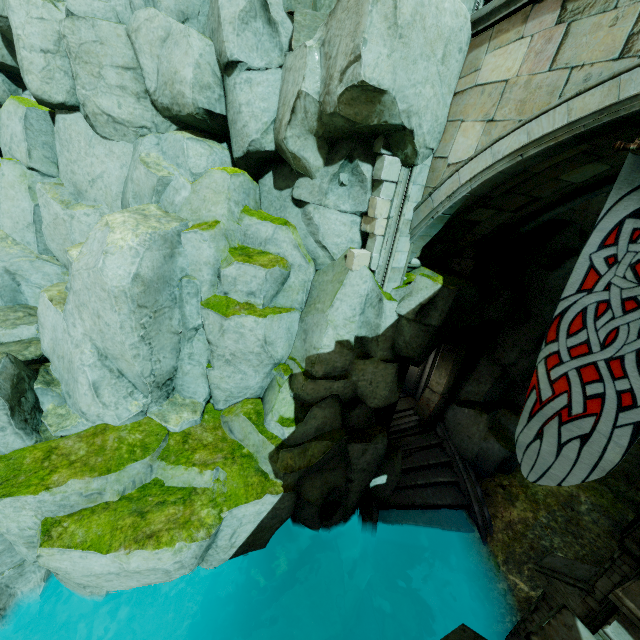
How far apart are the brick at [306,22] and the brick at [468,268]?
5.5 meters

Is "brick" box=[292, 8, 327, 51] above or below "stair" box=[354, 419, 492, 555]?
above

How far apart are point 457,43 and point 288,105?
3.5m

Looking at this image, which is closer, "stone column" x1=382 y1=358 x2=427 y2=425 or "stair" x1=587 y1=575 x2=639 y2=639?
"stair" x1=587 y1=575 x2=639 y2=639

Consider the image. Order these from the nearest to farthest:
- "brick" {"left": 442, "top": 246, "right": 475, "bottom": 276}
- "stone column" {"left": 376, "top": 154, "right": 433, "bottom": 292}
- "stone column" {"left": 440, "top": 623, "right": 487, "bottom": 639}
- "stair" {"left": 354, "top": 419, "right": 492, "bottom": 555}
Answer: "stone column" {"left": 440, "top": 623, "right": 487, "bottom": 639} → "stone column" {"left": 376, "top": 154, "right": 433, "bottom": 292} → "brick" {"left": 442, "top": 246, "right": 475, "bottom": 276} → "stair" {"left": 354, "top": 419, "right": 492, "bottom": 555}

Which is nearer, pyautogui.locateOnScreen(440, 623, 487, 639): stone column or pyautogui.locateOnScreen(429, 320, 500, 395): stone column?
pyautogui.locateOnScreen(440, 623, 487, 639): stone column

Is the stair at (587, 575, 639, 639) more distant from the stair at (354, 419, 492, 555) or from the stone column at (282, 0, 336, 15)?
the stone column at (282, 0, 336, 15)

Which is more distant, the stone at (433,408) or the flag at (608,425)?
the stone at (433,408)
